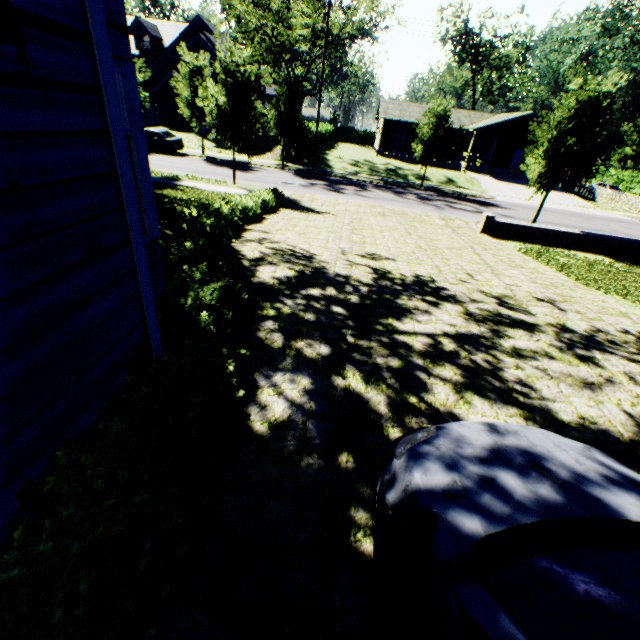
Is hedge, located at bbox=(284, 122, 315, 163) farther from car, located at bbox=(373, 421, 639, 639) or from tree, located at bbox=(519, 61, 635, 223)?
car, located at bbox=(373, 421, 639, 639)

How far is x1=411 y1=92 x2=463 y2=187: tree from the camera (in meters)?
23.92

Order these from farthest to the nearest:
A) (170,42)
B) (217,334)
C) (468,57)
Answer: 1. (468,57)
2. (170,42)
3. (217,334)

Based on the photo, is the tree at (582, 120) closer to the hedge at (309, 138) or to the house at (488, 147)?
the hedge at (309, 138)

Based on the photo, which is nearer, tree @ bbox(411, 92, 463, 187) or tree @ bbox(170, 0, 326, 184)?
tree @ bbox(170, 0, 326, 184)

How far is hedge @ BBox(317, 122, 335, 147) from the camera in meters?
40.4 m

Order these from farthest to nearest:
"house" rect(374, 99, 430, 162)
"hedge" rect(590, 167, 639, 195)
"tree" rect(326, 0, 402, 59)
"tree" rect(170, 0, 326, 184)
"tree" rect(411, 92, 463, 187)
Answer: "hedge" rect(590, 167, 639, 195) < "house" rect(374, 99, 430, 162) < "tree" rect(326, 0, 402, 59) < "tree" rect(411, 92, 463, 187) < "tree" rect(170, 0, 326, 184)

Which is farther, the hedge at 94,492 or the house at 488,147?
the house at 488,147
